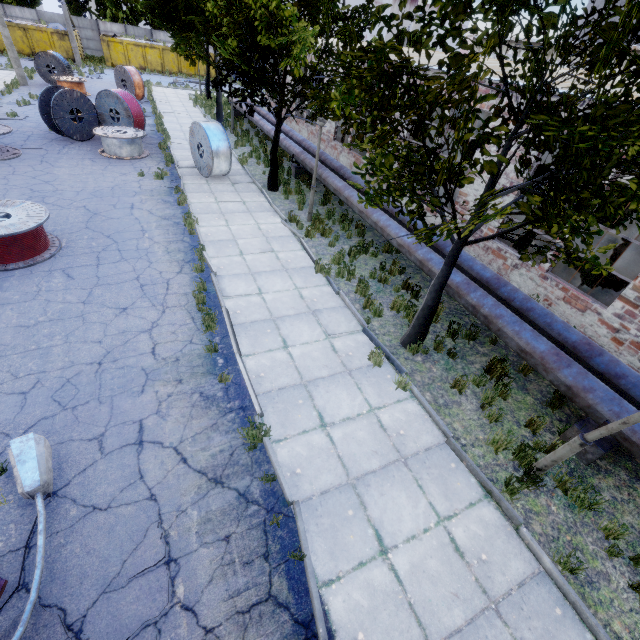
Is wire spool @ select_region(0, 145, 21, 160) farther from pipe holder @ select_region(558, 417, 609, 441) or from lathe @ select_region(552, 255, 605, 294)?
pipe holder @ select_region(558, 417, 609, 441)

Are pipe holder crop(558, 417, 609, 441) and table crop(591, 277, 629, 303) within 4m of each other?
no

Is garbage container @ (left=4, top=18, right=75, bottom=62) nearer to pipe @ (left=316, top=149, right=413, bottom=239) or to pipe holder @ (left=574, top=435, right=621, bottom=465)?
pipe @ (left=316, top=149, right=413, bottom=239)

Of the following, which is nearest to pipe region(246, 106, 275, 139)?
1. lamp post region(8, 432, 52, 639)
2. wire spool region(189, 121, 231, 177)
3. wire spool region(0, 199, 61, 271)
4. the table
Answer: wire spool region(189, 121, 231, 177)

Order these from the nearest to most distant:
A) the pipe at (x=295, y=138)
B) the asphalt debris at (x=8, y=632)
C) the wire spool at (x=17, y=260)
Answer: the asphalt debris at (x=8, y=632)
the wire spool at (x=17, y=260)
the pipe at (x=295, y=138)

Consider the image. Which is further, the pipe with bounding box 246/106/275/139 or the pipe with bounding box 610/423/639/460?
the pipe with bounding box 246/106/275/139

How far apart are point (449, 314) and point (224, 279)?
6.1 meters

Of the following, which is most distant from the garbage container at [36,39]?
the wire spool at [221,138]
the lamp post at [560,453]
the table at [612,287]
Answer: the lamp post at [560,453]
